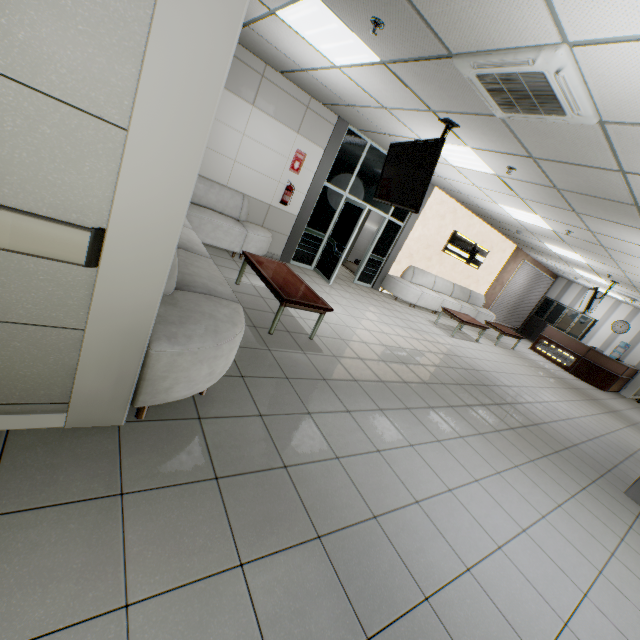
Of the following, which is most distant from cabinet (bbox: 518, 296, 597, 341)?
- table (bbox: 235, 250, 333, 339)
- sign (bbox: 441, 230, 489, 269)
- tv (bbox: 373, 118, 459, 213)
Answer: table (bbox: 235, 250, 333, 339)

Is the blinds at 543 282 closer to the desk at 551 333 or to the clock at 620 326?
the desk at 551 333

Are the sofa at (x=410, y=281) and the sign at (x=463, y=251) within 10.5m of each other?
yes

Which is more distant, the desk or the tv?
the desk

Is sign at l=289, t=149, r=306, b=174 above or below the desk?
above

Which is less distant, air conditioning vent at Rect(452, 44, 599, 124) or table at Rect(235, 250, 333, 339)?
air conditioning vent at Rect(452, 44, 599, 124)

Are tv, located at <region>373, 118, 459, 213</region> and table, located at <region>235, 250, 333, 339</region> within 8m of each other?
yes

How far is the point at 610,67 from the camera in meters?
2.2
